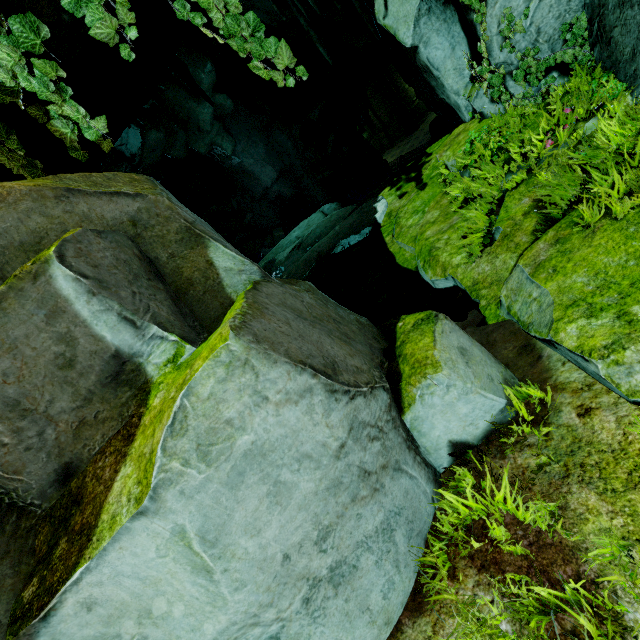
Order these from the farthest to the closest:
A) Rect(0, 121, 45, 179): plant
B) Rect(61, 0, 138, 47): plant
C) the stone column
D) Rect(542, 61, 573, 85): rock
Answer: the stone column
Rect(542, 61, 573, 85): rock
Rect(0, 121, 45, 179): plant
Rect(61, 0, 138, 47): plant

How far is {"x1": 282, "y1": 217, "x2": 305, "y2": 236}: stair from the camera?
25.32m

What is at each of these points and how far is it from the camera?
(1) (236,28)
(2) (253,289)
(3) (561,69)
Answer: (1) plant, 2.7m
(2) rock, 2.8m
(3) rock, 5.0m

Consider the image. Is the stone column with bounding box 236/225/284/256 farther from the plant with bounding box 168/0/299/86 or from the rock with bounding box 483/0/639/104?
the plant with bounding box 168/0/299/86

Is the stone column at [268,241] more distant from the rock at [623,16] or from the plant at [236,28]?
the plant at [236,28]

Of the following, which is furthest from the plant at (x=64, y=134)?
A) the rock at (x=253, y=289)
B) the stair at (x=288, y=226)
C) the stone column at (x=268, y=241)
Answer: the stair at (x=288, y=226)

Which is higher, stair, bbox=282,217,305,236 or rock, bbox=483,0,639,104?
rock, bbox=483,0,639,104

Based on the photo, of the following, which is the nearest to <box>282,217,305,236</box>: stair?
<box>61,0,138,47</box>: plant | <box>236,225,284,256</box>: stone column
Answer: <box>236,225,284,256</box>: stone column
